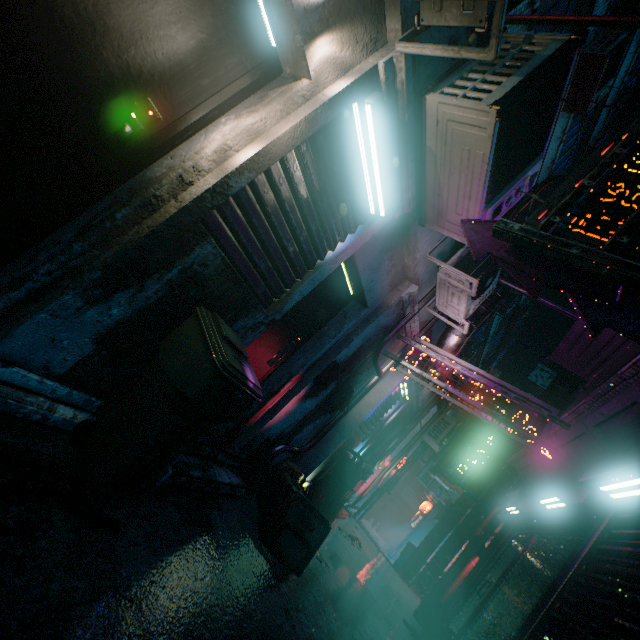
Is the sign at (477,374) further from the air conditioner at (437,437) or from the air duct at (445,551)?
the air conditioner at (437,437)

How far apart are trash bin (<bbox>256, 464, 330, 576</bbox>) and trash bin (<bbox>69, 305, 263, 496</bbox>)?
1.3m

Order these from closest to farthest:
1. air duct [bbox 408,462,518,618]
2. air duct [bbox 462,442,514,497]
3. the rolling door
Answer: the rolling door, air duct [bbox 408,462,518,618], air duct [bbox 462,442,514,497]

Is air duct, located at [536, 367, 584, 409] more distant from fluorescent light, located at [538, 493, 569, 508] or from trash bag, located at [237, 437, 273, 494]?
trash bag, located at [237, 437, 273, 494]

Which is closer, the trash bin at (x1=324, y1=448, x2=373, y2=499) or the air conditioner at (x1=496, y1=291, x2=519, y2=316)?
the trash bin at (x1=324, y1=448, x2=373, y2=499)

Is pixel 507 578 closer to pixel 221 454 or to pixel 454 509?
pixel 454 509

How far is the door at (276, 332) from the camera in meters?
3.2 m

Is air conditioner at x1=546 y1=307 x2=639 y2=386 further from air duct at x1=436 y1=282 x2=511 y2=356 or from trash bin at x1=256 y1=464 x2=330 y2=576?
trash bin at x1=256 y1=464 x2=330 y2=576
